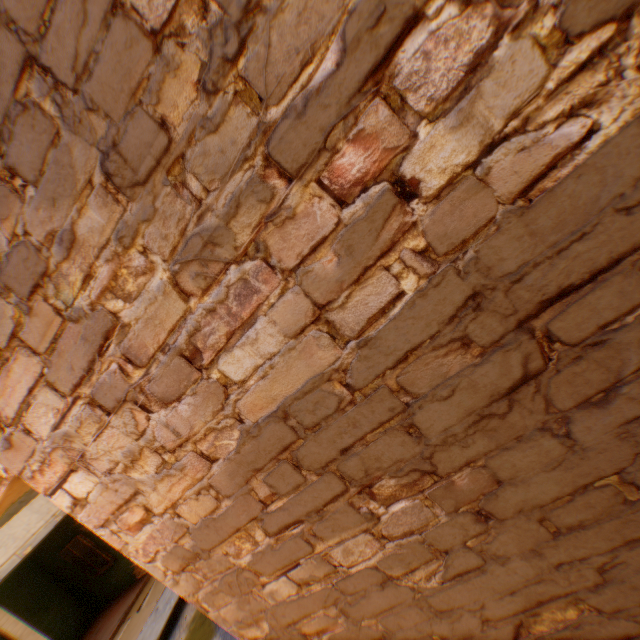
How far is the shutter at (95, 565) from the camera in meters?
11.0 m

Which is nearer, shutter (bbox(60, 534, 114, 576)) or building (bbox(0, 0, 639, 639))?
building (bbox(0, 0, 639, 639))

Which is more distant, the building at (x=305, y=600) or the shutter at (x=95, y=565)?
the shutter at (x=95, y=565)

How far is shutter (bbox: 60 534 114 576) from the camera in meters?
11.0 m

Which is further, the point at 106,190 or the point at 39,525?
the point at 39,525
